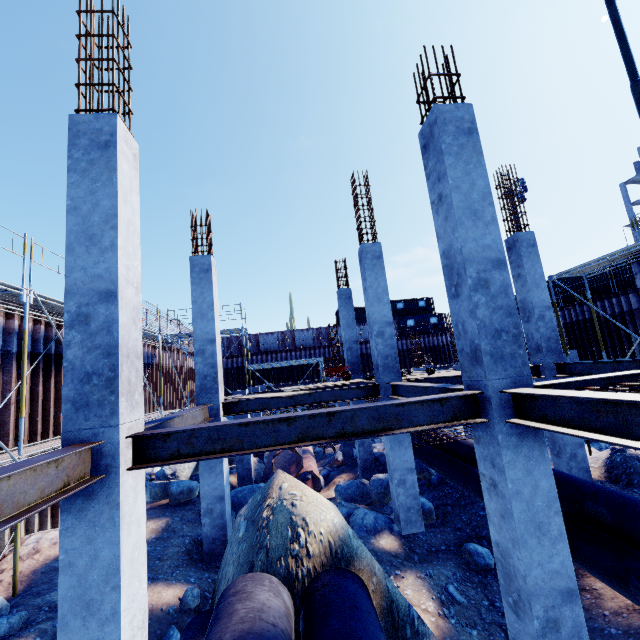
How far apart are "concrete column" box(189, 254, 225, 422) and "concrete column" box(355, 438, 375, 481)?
6.2 meters

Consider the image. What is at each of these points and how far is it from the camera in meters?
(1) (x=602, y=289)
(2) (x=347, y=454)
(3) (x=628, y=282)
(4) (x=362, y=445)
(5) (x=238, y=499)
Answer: (1) cargo container, 21.2
(2) concrete column, 18.1
(3) cargo container, 21.3
(4) concrete column, 13.4
(5) compgrassrocksplants, 10.3

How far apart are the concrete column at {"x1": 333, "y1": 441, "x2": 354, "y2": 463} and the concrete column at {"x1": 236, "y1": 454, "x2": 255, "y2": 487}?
6.20m

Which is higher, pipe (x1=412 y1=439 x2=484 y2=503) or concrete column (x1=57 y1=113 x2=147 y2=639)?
concrete column (x1=57 y1=113 x2=147 y2=639)

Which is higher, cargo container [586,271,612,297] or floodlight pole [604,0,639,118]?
floodlight pole [604,0,639,118]

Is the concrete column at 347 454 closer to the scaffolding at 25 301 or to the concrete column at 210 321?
the scaffolding at 25 301

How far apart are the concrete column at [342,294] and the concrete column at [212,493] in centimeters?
618cm

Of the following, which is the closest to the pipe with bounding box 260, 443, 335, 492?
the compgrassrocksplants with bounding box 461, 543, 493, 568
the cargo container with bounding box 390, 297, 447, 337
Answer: the compgrassrocksplants with bounding box 461, 543, 493, 568
